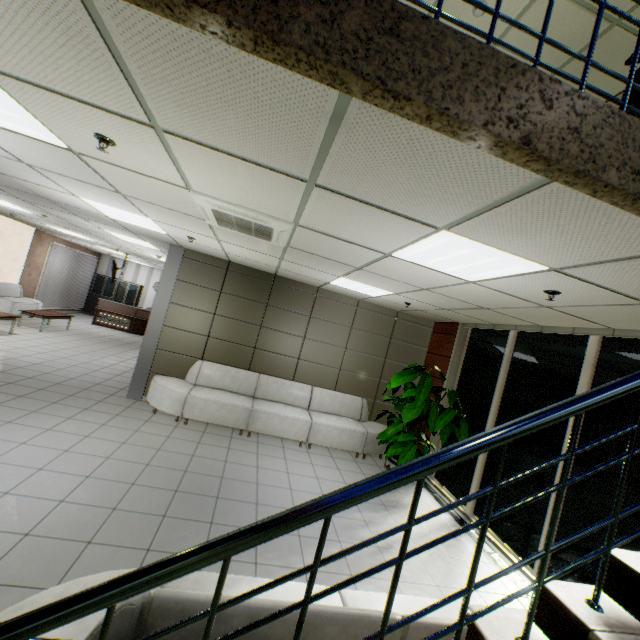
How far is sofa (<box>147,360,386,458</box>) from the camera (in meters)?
6.00

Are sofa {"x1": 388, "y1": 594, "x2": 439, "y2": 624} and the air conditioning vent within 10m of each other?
Result: yes

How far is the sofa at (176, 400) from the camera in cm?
600

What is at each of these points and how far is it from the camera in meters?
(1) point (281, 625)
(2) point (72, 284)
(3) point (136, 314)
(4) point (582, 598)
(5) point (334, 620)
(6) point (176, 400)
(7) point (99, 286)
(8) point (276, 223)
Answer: (1) sofa, 1.4 m
(2) blinds, 15.2 m
(3) desk, 14.5 m
(4) stairs, 1.3 m
(5) sofa, 1.5 m
(6) sofa, 5.9 m
(7) cabinet, 16.7 m
(8) air conditioning vent, 3.1 m

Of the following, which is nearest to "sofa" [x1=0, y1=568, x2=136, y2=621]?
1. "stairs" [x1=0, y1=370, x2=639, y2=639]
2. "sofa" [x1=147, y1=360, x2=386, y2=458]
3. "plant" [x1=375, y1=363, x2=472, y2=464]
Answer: "stairs" [x1=0, y1=370, x2=639, y2=639]

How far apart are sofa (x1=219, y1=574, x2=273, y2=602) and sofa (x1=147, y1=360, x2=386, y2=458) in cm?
398

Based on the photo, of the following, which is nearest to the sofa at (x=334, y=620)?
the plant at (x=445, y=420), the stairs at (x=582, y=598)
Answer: the stairs at (x=582, y=598)

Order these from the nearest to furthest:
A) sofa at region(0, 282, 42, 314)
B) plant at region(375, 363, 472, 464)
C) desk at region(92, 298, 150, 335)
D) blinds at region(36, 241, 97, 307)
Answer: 1. plant at region(375, 363, 472, 464)
2. sofa at region(0, 282, 42, 314)
3. blinds at region(36, 241, 97, 307)
4. desk at region(92, 298, 150, 335)
